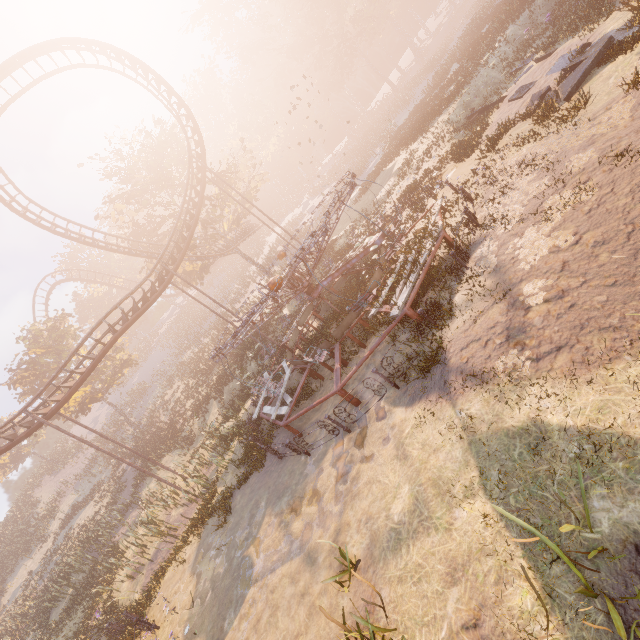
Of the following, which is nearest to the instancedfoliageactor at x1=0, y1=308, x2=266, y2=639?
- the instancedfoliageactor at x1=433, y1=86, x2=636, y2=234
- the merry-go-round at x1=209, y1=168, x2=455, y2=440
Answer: the merry-go-round at x1=209, y1=168, x2=455, y2=440

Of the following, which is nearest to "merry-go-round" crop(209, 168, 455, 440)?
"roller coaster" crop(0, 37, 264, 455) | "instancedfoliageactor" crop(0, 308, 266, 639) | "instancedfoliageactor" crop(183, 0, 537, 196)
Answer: "roller coaster" crop(0, 37, 264, 455)

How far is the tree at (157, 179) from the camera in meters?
28.4 m

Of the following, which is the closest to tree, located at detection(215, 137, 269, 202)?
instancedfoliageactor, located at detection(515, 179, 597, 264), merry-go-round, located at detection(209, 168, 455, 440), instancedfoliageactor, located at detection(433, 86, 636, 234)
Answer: merry-go-round, located at detection(209, 168, 455, 440)

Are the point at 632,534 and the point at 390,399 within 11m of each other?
yes

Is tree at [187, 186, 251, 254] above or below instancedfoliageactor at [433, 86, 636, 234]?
above

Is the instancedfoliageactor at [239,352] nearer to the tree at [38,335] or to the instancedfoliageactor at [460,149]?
the tree at [38,335]

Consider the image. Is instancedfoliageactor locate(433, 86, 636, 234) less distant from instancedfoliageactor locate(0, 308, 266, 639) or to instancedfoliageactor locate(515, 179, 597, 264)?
instancedfoliageactor locate(515, 179, 597, 264)
